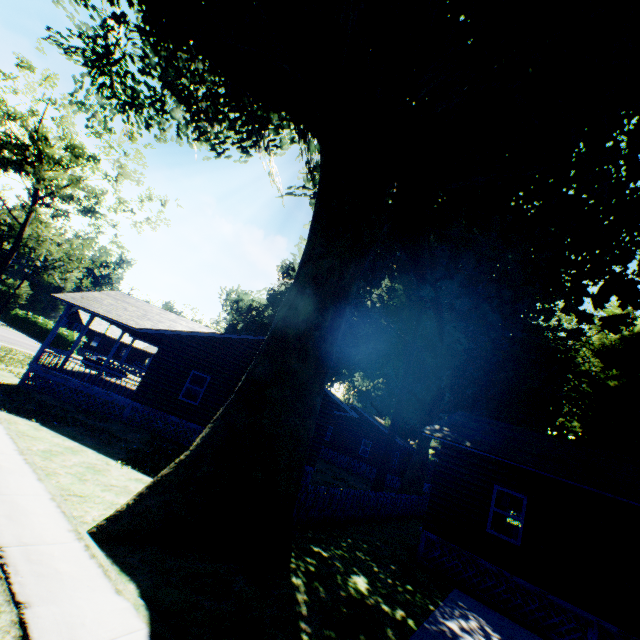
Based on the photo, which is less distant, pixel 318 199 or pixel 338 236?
pixel 338 236

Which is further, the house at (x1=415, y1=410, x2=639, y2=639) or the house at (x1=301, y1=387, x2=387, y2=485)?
the house at (x1=301, y1=387, x2=387, y2=485)

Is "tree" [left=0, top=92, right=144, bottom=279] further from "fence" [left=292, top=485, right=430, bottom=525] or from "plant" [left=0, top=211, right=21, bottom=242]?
"fence" [left=292, top=485, right=430, bottom=525]

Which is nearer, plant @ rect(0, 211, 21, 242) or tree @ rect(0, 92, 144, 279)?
tree @ rect(0, 92, 144, 279)

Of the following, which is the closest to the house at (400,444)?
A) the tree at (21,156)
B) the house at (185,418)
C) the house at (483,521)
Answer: the house at (185,418)

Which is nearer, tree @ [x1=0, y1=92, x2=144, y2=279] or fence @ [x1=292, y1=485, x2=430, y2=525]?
fence @ [x1=292, y1=485, x2=430, y2=525]

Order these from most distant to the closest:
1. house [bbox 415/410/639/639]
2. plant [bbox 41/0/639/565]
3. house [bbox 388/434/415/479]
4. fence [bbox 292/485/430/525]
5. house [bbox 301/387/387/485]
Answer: house [bbox 388/434/415/479], house [bbox 301/387/387/485], fence [bbox 292/485/430/525], house [bbox 415/410/639/639], plant [bbox 41/0/639/565]

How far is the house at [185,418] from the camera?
16.03m
